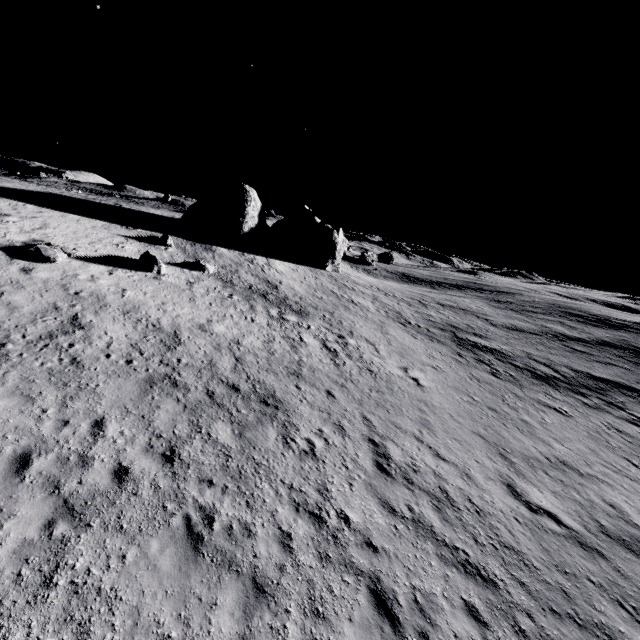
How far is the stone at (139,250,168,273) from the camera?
20.55m

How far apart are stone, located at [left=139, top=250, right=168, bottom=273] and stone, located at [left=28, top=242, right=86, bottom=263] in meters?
3.6 m

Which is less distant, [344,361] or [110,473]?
[110,473]

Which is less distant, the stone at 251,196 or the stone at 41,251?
the stone at 41,251

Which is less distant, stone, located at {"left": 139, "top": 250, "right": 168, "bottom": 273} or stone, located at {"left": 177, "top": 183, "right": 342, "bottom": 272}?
stone, located at {"left": 139, "top": 250, "right": 168, "bottom": 273}

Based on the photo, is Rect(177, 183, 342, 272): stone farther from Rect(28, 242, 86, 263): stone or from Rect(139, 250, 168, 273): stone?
Rect(28, 242, 86, 263): stone

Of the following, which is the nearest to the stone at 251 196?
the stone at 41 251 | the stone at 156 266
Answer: the stone at 156 266
